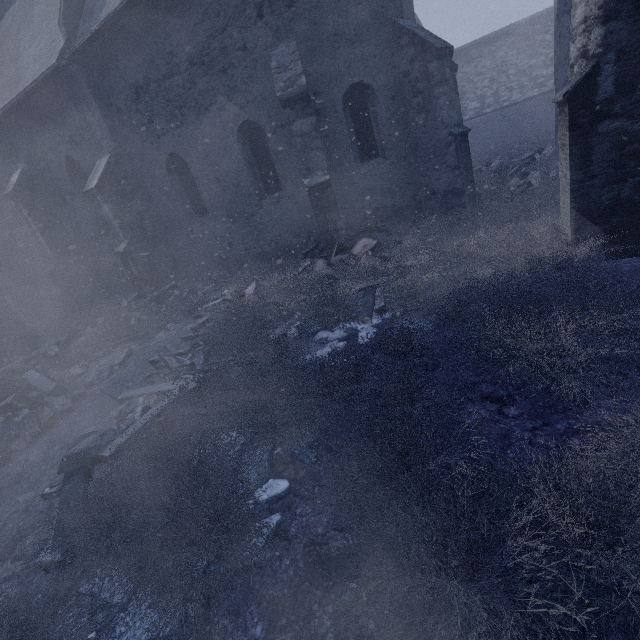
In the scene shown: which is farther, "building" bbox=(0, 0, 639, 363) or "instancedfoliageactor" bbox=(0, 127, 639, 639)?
"building" bbox=(0, 0, 639, 363)

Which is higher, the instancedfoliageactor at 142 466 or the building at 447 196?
the building at 447 196

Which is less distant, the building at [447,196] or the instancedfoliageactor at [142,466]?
the instancedfoliageactor at [142,466]

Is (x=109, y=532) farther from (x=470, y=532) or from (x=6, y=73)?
(x=6, y=73)

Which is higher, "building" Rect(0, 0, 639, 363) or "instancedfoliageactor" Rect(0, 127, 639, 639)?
"building" Rect(0, 0, 639, 363)
